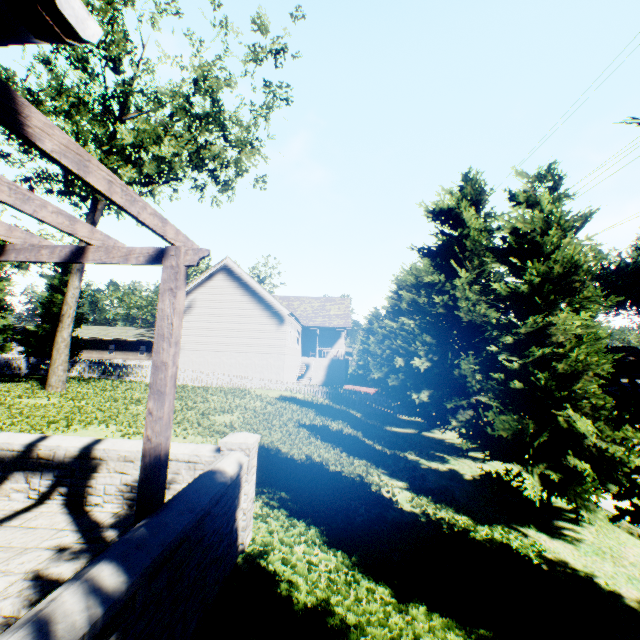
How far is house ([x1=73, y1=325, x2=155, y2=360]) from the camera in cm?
4975

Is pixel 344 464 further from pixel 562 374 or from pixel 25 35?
pixel 25 35

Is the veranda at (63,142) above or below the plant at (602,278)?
below

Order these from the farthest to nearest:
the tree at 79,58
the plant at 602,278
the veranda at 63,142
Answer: the plant at 602,278, the tree at 79,58, the veranda at 63,142

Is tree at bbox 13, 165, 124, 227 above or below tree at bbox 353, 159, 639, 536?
above

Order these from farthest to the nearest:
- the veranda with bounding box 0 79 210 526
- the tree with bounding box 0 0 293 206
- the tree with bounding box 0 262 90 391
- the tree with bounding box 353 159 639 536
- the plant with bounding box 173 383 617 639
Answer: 1. the tree with bounding box 0 262 90 391
2. the tree with bounding box 0 0 293 206
3. the tree with bounding box 353 159 639 536
4. the plant with bounding box 173 383 617 639
5. the veranda with bounding box 0 79 210 526

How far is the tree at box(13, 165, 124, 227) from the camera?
14.6m

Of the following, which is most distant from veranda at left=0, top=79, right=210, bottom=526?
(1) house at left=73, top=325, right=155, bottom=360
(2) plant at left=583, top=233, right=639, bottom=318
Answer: (1) house at left=73, top=325, right=155, bottom=360
